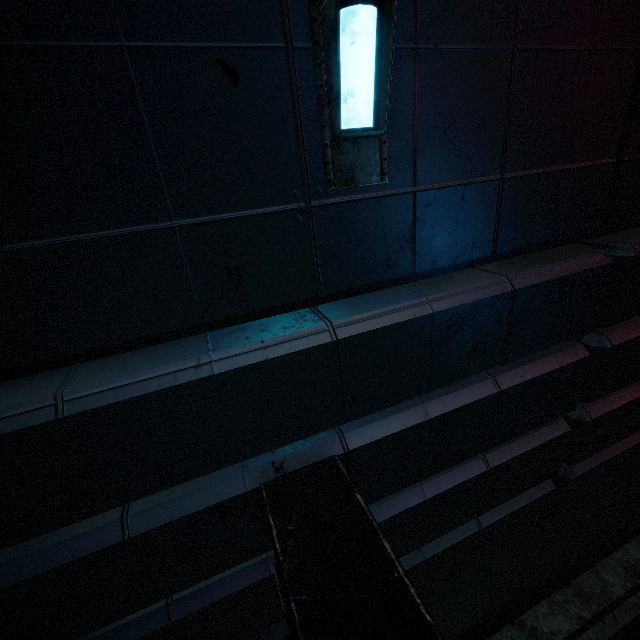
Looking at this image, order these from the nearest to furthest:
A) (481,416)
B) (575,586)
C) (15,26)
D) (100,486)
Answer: (15,26) < (100,486) < (481,416) < (575,586)
